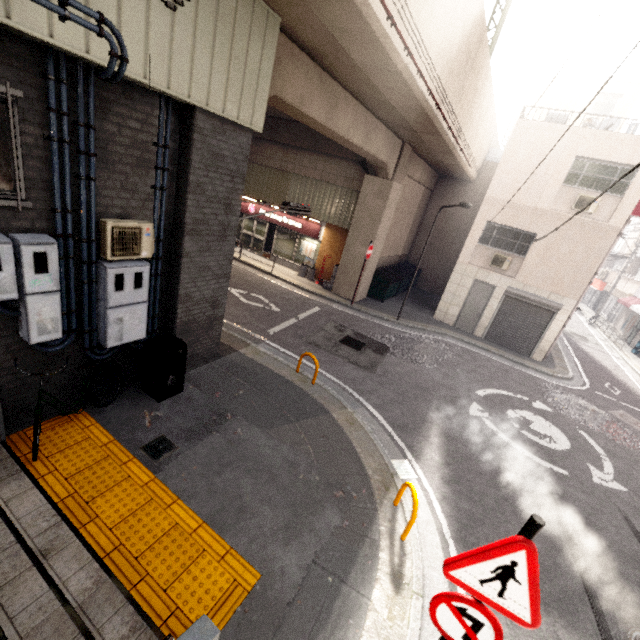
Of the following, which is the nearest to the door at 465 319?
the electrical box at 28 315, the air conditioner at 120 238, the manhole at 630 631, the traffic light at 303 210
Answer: the traffic light at 303 210

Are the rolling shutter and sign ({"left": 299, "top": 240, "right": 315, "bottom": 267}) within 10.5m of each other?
yes

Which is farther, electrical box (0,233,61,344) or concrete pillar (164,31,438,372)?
concrete pillar (164,31,438,372)

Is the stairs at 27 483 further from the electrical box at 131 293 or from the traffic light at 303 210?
the traffic light at 303 210

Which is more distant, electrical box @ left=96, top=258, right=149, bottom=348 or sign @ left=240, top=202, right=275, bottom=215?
sign @ left=240, top=202, right=275, bottom=215

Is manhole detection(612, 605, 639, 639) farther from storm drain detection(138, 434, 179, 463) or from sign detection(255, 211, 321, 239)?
sign detection(255, 211, 321, 239)

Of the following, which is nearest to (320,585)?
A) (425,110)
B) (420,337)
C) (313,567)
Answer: (313,567)

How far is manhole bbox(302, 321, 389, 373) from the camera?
10.2 meters
